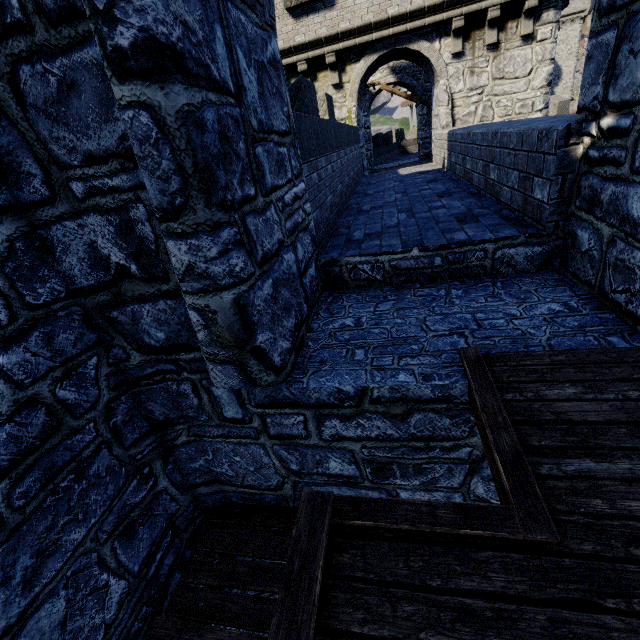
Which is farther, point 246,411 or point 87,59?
point 246,411

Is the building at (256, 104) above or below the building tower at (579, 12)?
below

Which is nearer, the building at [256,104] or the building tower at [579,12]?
the building at [256,104]

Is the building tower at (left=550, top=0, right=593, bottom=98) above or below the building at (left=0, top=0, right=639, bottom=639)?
above

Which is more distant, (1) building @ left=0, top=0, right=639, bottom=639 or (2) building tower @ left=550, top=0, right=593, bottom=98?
(2) building tower @ left=550, top=0, right=593, bottom=98
